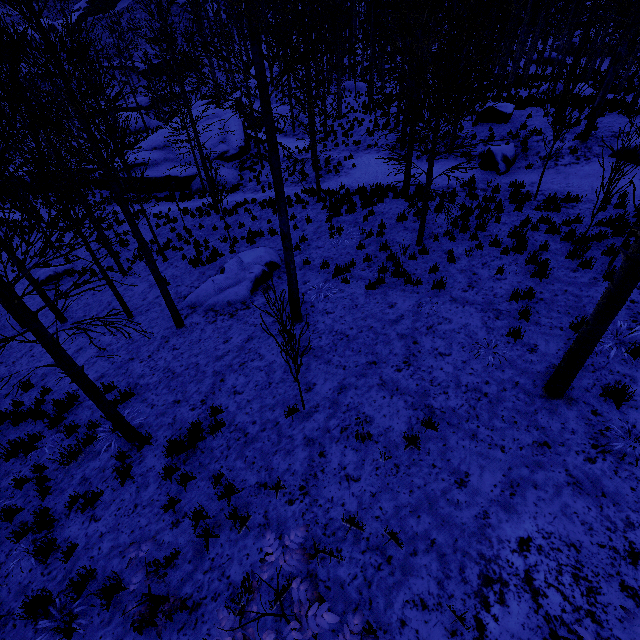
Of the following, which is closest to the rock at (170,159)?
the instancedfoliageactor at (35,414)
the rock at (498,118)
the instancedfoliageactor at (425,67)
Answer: the instancedfoliageactor at (425,67)

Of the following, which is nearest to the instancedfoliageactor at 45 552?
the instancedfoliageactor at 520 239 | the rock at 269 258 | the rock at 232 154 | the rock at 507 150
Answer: the rock at 269 258

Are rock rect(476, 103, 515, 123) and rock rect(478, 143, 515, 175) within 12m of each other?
yes

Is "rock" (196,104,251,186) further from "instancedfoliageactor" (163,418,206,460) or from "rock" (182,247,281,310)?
"instancedfoliageactor" (163,418,206,460)

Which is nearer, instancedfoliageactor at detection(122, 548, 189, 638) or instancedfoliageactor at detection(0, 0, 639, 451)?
instancedfoliageactor at detection(122, 548, 189, 638)

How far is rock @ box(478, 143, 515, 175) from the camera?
13.5 meters

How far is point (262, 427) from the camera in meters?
5.9 m

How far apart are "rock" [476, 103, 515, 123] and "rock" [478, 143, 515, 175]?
3.64m
